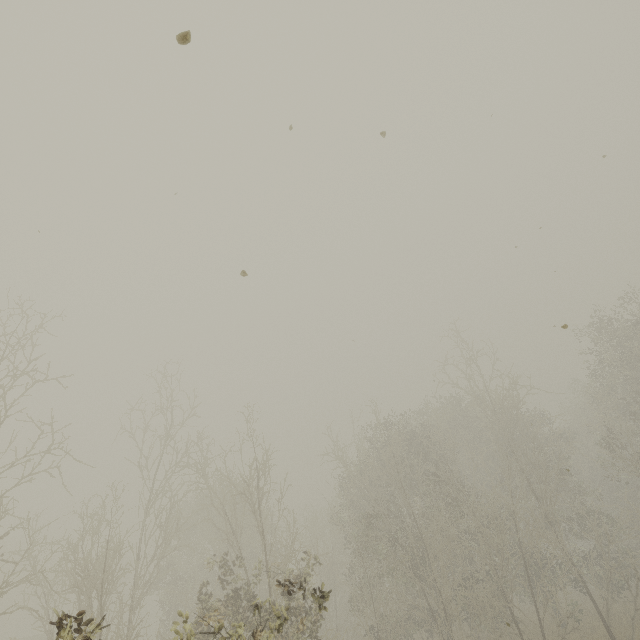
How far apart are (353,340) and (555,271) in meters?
7.8 m
